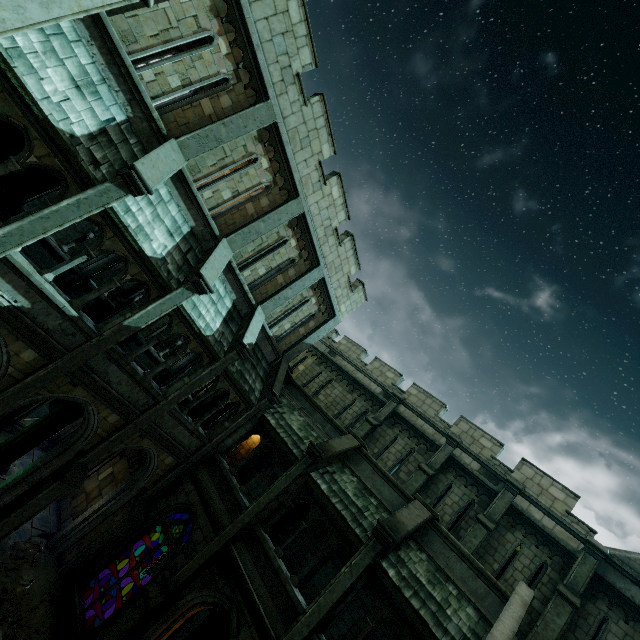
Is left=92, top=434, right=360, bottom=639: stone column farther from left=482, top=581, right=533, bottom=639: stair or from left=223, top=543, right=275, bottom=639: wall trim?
left=482, top=581, right=533, bottom=639: stair

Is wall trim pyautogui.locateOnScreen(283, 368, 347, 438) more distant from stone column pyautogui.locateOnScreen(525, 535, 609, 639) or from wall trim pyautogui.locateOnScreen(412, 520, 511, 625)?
stone column pyautogui.locateOnScreen(525, 535, 609, 639)

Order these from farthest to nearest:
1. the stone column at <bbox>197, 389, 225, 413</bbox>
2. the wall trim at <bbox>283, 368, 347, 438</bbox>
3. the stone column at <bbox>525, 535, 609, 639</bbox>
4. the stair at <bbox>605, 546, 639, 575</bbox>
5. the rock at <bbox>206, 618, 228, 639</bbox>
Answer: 1. the stone column at <bbox>197, 389, 225, 413</bbox>
2. the wall trim at <bbox>283, 368, 347, 438</bbox>
3. the rock at <bbox>206, 618, 228, 639</bbox>
4. the stair at <bbox>605, 546, 639, 575</bbox>
5. the stone column at <bbox>525, 535, 609, 639</bbox>

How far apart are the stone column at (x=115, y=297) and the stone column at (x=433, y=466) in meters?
21.2

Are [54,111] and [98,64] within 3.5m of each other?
yes

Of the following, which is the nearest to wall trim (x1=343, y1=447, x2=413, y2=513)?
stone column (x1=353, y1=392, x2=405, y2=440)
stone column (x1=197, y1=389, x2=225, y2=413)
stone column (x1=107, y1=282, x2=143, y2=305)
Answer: stone column (x1=353, y1=392, x2=405, y2=440)

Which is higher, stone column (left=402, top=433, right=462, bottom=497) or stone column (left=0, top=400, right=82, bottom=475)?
stone column (left=402, top=433, right=462, bottom=497)

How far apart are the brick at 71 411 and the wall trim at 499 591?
12.81m
